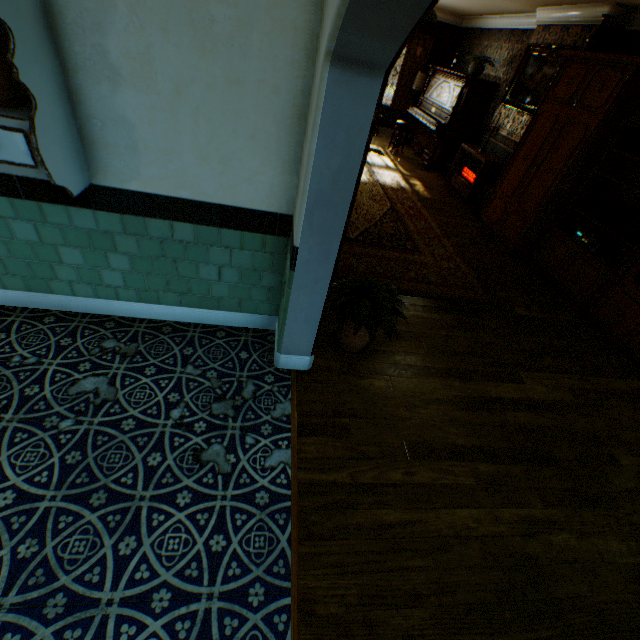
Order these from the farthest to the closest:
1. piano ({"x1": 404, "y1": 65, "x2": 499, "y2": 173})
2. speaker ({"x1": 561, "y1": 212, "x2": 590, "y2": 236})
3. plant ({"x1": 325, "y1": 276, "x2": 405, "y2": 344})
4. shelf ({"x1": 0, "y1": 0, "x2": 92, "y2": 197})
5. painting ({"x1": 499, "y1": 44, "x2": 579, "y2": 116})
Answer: piano ({"x1": 404, "y1": 65, "x2": 499, "y2": 173})
painting ({"x1": 499, "y1": 44, "x2": 579, "y2": 116})
speaker ({"x1": 561, "y1": 212, "x2": 590, "y2": 236})
plant ({"x1": 325, "y1": 276, "x2": 405, "y2": 344})
shelf ({"x1": 0, "y1": 0, "x2": 92, "y2": 197})

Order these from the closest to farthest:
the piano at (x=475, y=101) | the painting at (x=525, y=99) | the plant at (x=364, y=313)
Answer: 1. the plant at (x=364, y=313)
2. the painting at (x=525, y=99)
3. the piano at (x=475, y=101)

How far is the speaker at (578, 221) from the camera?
4.6 meters

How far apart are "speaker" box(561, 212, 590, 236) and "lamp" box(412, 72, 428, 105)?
7.3 meters

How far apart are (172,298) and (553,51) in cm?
750

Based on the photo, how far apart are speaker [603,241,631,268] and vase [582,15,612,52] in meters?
2.8 m

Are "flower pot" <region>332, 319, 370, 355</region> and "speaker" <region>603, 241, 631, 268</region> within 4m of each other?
yes

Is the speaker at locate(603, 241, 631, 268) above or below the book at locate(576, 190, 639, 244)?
below
